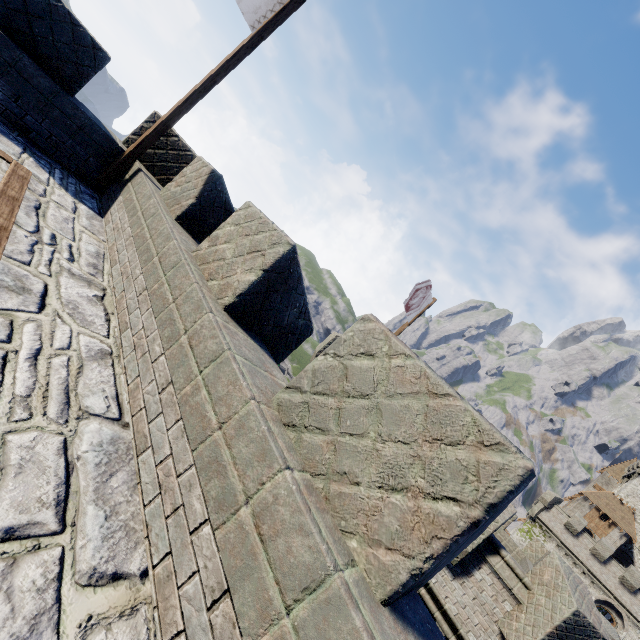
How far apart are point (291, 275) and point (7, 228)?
2.78m

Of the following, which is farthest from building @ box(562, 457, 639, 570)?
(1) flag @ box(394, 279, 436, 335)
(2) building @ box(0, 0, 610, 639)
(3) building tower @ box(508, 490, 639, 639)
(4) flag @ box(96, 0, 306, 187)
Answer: (4) flag @ box(96, 0, 306, 187)

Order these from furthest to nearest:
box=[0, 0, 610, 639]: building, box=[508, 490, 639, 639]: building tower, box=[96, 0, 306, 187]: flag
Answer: box=[508, 490, 639, 639]: building tower, box=[96, 0, 306, 187]: flag, box=[0, 0, 610, 639]: building

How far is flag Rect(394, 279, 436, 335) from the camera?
12.12m

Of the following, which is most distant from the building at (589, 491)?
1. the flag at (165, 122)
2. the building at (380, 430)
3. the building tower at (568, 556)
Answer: the flag at (165, 122)

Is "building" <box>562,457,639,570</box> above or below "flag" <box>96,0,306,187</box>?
above

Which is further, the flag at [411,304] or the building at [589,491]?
the building at [589,491]
